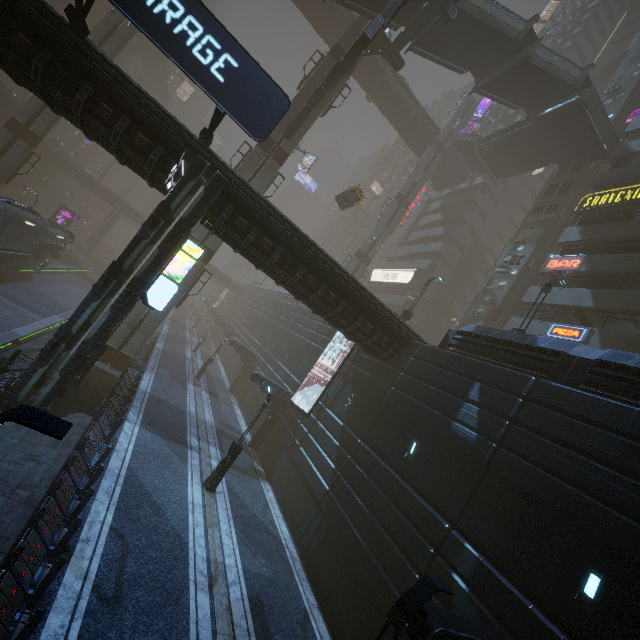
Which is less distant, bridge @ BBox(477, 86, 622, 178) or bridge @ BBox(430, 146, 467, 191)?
bridge @ BBox(477, 86, 622, 178)

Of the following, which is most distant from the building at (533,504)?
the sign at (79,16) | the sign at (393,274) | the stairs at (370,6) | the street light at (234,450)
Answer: the street light at (234,450)

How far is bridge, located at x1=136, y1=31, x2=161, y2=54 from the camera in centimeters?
5755cm

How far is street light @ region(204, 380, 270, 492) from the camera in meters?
15.2 m

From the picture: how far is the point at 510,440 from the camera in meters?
10.9

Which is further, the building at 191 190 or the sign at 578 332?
the sign at 578 332

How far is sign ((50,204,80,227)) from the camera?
41.0 meters

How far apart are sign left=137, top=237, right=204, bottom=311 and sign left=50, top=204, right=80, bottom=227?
39.8 meters
